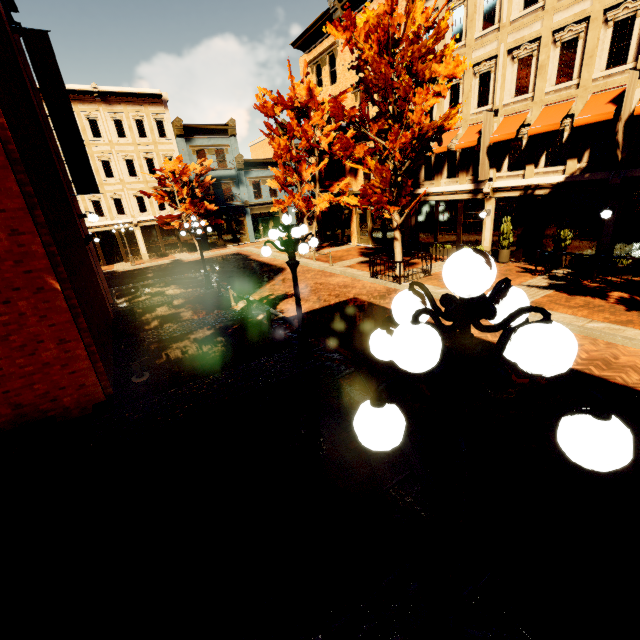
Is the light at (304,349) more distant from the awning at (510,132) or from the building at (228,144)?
the building at (228,144)

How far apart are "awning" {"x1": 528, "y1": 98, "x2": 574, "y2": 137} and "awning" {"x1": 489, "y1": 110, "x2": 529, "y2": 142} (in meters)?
0.54

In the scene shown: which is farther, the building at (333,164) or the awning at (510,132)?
the building at (333,164)

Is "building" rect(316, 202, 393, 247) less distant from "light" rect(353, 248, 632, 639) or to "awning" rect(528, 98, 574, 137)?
"awning" rect(528, 98, 574, 137)

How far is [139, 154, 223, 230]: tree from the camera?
27.1 meters

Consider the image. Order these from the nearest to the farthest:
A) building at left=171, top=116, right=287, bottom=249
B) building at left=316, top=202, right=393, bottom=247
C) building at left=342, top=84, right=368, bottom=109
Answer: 1. building at left=342, top=84, right=368, bottom=109
2. building at left=316, top=202, right=393, bottom=247
3. building at left=171, top=116, right=287, bottom=249

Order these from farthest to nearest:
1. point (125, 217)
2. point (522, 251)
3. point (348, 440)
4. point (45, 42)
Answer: point (125, 217) < point (522, 251) < point (45, 42) < point (348, 440)

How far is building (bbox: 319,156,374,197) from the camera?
23.2 meters
